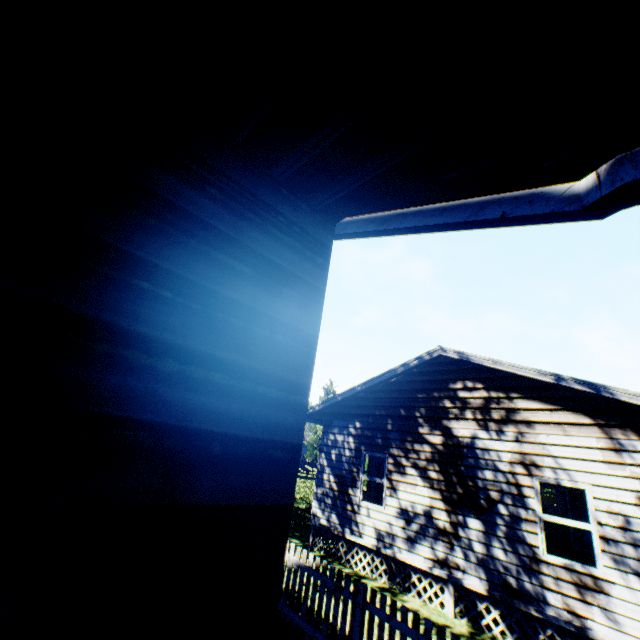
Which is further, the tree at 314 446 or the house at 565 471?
the tree at 314 446

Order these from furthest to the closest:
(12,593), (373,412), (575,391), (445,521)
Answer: (373,412) < (445,521) < (575,391) < (12,593)

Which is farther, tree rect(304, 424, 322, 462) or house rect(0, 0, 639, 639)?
tree rect(304, 424, 322, 462)

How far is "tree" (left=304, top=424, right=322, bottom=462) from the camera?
42.6 meters

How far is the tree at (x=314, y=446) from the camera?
42.6m
